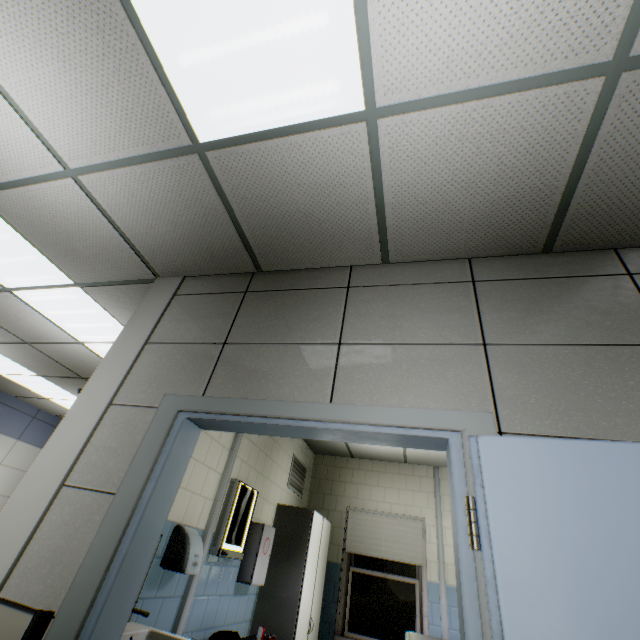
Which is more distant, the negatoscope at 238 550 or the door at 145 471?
the negatoscope at 238 550

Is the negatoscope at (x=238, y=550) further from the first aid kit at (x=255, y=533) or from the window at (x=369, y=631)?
the window at (x=369, y=631)

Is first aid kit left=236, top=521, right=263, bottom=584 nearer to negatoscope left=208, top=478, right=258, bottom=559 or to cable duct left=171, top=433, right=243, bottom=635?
negatoscope left=208, top=478, right=258, bottom=559

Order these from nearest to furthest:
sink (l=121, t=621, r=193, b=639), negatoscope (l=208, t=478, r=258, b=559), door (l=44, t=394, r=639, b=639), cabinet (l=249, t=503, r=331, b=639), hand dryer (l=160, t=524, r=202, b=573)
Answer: door (l=44, t=394, r=639, b=639) → sink (l=121, t=621, r=193, b=639) → hand dryer (l=160, t=524, r=202, b=573) → negatoscope (l=208, t=478, r=258, b=559) → cabinet (l=249, t=503, r=331, b=639)

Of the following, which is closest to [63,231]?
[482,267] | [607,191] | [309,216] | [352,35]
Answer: [309,216]

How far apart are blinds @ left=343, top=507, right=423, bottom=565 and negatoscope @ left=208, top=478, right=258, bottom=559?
2.53m

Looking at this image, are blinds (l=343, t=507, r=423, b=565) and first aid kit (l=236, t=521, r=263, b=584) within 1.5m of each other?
no

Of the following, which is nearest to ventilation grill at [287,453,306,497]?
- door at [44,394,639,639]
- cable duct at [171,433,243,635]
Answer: cable duct at [171,433,243,635]
